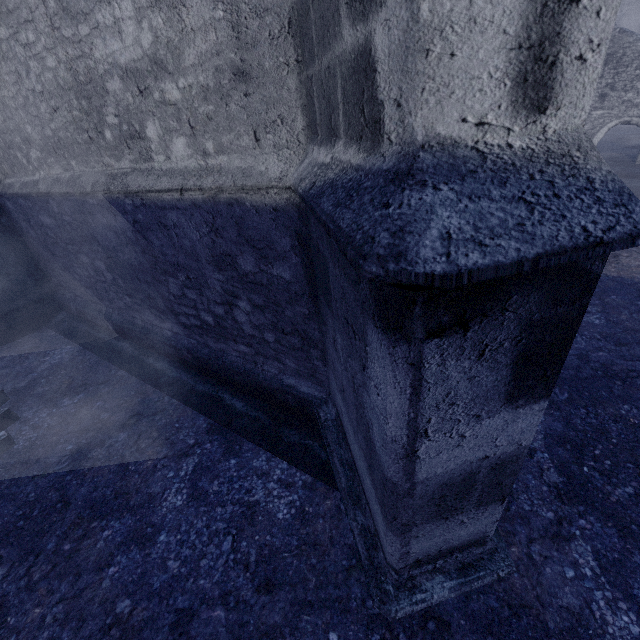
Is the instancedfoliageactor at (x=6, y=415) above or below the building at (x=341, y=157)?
below

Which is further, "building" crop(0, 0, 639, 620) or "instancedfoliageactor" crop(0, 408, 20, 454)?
"instancedfoliageactor" crop(0, 408, 20, 454)

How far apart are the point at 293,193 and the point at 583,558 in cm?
320

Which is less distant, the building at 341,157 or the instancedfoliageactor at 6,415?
the building at 341,157

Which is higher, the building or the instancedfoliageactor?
the building
